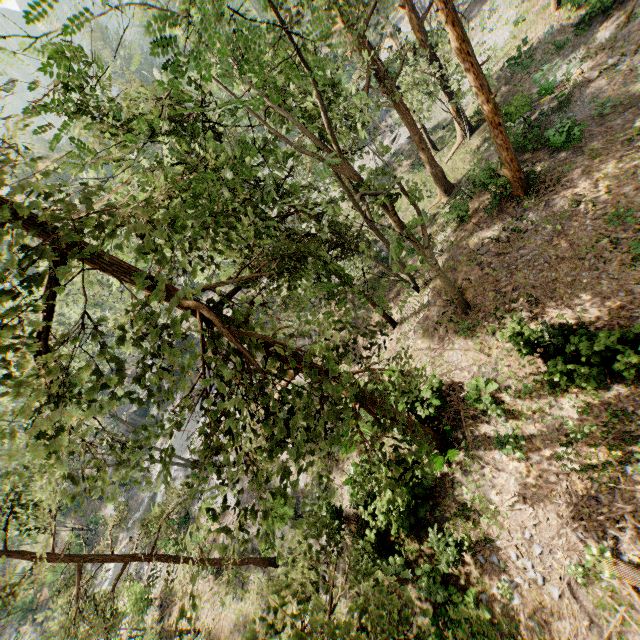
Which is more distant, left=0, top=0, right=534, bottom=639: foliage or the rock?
the rock

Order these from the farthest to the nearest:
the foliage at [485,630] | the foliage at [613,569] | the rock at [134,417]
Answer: the rock at [134,417]
the foliage at [613,569]
the foliage at [485,630]

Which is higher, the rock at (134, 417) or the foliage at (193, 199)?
the foliage at (193, 199)

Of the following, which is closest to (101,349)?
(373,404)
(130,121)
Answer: (373,404)

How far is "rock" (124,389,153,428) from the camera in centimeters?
4166cm

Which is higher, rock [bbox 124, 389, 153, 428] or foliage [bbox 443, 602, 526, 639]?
foliage [bbox 443, 602, 526, 639]
